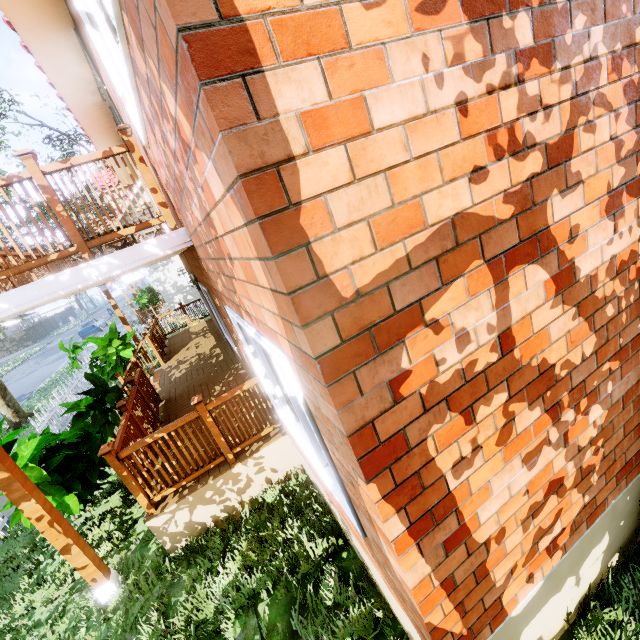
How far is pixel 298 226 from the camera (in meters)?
1.04

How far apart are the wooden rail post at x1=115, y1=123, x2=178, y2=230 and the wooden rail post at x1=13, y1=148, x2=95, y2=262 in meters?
0.8

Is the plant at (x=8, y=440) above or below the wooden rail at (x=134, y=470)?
above

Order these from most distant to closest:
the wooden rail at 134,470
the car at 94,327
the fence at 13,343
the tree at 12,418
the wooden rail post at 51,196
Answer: the fence at 13,343 → the car at 94,327 → the tree at 12,418 → the wooden rail at 134,470 → the wooden rail post at 51,196

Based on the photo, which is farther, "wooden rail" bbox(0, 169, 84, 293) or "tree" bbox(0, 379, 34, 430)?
"tree" bbox(0, 379, 34, 430)

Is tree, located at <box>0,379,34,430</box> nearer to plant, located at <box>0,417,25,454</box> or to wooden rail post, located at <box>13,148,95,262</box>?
plant, located at <box>0,417,25,454</box>

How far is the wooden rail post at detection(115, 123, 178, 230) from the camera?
3.3 meters

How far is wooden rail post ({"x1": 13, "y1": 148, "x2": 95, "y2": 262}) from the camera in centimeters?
299cm
